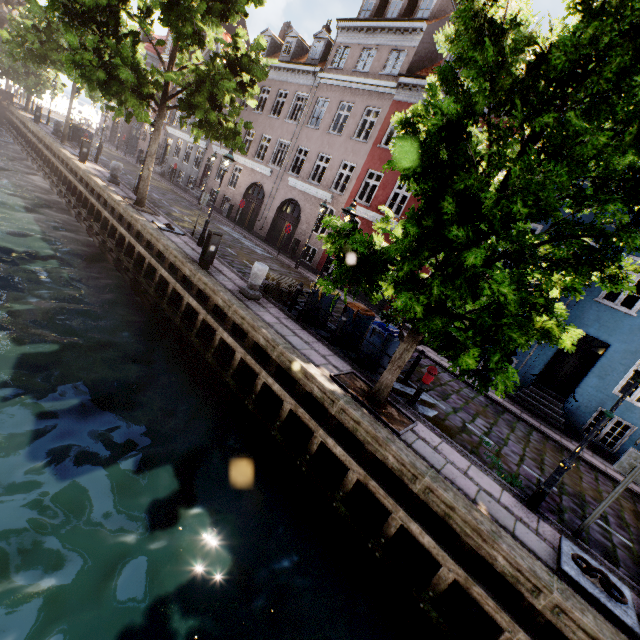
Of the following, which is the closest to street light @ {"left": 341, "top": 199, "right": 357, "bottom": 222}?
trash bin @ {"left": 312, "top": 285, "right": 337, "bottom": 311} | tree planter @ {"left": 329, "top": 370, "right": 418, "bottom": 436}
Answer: trash bin @ {"left": 312, "top": 285, "right": 337, "bottom": 311}

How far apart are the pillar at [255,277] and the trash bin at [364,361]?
3.5m

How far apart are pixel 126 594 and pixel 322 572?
3.1m

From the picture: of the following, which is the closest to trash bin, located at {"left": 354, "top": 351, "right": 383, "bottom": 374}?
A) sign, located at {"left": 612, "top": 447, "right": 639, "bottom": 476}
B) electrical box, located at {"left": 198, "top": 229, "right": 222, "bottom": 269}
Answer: sign, located at {"left": 612, "top": 447, "right": 639, "bottom": 476}

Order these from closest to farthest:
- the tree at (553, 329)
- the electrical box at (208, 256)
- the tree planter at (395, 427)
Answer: the tree at (553, 329), the tree planter at (395, 427), the electrical box at (208, 256)

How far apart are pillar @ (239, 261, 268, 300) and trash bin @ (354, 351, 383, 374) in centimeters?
345cm

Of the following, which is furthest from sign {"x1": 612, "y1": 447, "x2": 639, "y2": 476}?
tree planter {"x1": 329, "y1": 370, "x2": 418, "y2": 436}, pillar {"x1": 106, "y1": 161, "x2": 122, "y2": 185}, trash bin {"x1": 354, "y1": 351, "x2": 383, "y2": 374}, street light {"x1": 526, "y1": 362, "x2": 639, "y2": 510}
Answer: pillar {"x1": 106, "y1": 161, "x2": 122, "y2": 185}

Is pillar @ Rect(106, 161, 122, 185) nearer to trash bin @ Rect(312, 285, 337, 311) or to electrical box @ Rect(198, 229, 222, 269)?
electrical box @ Rect(198, 229, 222, 269)
